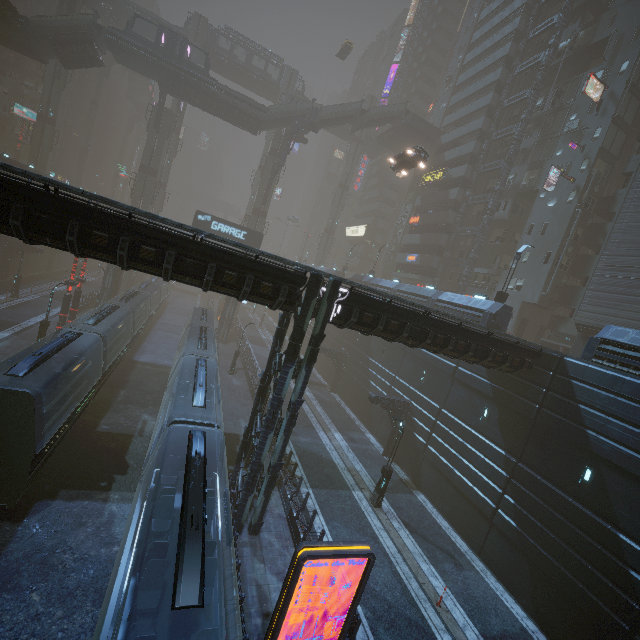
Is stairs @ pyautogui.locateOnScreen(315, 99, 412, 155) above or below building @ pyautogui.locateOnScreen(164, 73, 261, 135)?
above

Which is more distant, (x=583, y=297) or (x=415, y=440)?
(x=583, y=297)

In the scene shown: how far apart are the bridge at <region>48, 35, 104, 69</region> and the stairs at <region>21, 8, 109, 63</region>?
0.0m

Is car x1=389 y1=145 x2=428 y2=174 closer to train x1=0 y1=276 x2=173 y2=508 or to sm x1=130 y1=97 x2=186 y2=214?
sm x1=130 y1=97 x2=186 y2=214

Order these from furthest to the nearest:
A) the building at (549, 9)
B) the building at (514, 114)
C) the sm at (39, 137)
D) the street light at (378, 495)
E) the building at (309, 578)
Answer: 1. the sm at (39, 137)
2. the building at (514, 114)
3. the building at (549, 9)
4. the street light at (378, 495)
5. the building at (309, 578)

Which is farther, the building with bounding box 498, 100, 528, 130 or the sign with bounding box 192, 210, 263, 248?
the building with bounding box 498, 100, 528, 130

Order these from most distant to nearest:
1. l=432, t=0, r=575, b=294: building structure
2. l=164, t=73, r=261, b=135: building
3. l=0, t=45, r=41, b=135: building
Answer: l=0, t=45, r=41, b=135: building, l=164, t=73, r=261, b=135: building, l=432, t=0, r=575, b=294: building structure

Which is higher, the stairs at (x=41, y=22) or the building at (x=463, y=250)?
the stairs at (x=41, y=22)
